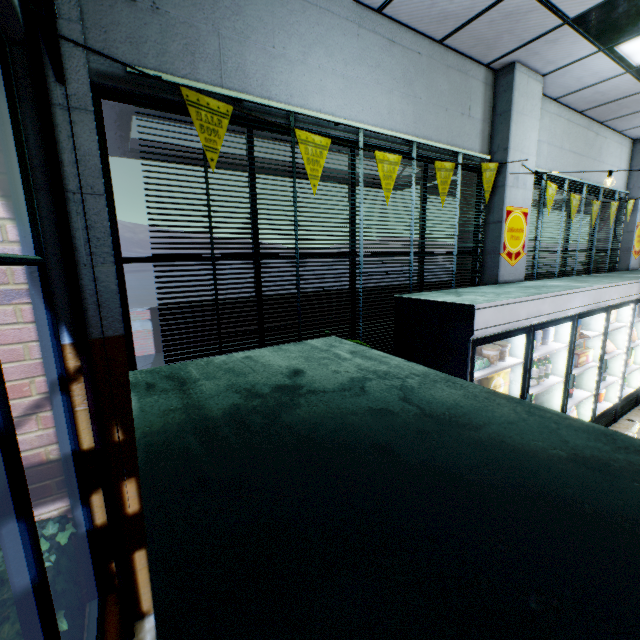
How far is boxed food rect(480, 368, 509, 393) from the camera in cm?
322

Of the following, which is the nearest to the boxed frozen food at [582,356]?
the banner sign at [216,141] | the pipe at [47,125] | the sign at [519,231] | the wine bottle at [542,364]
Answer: the wine bottle at [542,364]

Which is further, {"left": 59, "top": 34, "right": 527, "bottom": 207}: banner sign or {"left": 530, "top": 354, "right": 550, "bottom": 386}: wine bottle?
{"left": 530, "top": 354, "right": 550, "bottom": 386}: wine bottle

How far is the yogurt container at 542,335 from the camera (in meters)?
3.65

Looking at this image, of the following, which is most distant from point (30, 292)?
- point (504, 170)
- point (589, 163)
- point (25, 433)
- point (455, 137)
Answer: point (589, 163)

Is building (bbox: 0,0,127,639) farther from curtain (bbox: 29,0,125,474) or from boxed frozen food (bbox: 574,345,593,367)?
boxed frozen food (bbox: 574,345,593,367)

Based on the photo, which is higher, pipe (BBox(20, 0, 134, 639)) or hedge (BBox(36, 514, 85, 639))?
pipe (BBox(20, 0, 134, 639))

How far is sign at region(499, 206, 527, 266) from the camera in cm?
431
